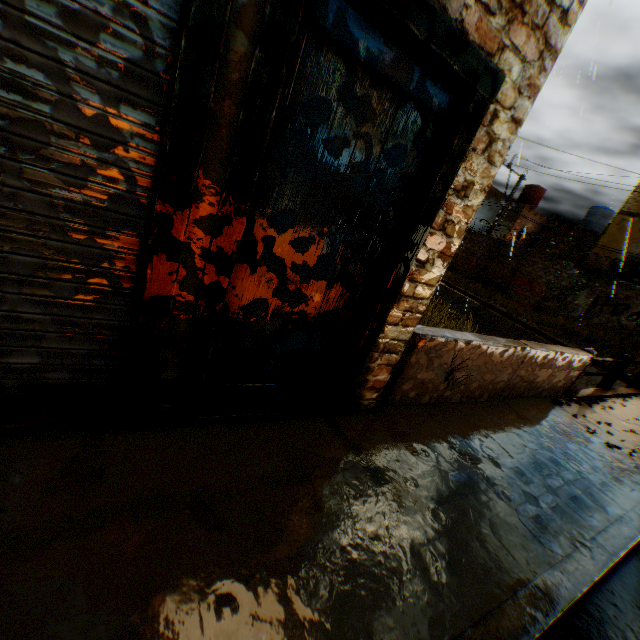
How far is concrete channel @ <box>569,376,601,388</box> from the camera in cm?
1275

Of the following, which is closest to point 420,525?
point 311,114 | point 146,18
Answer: point 311,114

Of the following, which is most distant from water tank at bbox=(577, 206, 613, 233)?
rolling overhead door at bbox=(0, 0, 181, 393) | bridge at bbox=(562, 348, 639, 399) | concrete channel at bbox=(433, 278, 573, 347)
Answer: bridge at bbox=(562, 348, 639, 399)

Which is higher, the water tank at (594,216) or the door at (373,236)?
the water tank at (594,216)

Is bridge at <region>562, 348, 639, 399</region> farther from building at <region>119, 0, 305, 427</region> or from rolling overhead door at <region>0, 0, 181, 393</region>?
building at <region>119, 0, 305, 427</region>

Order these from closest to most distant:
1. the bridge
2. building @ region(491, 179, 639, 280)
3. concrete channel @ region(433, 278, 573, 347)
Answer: the bridge, concrete channel @ region(433, 278, 573, 347), building @ region(491, 179, 639, 280)

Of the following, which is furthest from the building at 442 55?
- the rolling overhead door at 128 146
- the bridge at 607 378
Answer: the bridge at 607 378

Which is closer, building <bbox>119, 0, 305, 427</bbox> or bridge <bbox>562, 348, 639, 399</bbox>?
building <bbox>119, 0, 305, 427</bbox>
